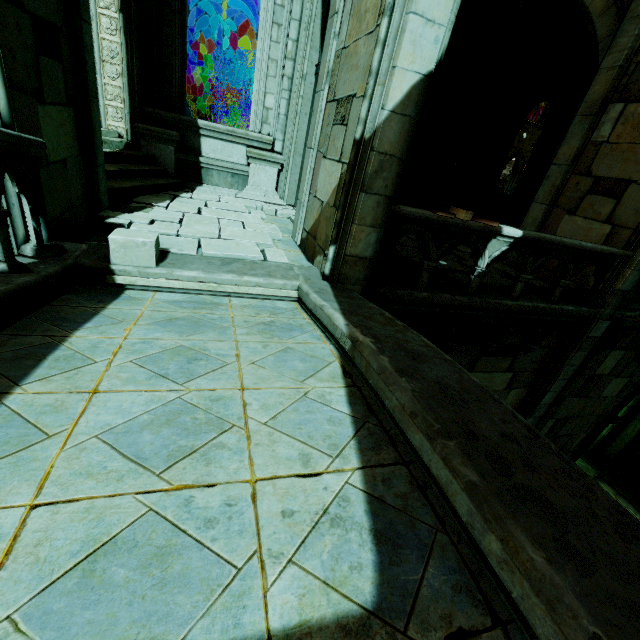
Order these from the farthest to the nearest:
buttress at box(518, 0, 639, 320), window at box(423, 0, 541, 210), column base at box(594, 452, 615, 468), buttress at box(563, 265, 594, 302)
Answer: column base at box(594, 452, 615, 468), window at box(423, 0, 541, 210), buttress at box(563, 265, 594, 302), buttress at box(518, 0, 639, 320)

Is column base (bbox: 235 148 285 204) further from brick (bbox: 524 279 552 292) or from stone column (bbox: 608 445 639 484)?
stone column (bbox: 608 445 639 484)

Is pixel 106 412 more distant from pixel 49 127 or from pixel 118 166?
pixel 118 166

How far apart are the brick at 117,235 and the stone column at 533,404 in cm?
802

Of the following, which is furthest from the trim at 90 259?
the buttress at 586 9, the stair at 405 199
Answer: the buttress at 586 9

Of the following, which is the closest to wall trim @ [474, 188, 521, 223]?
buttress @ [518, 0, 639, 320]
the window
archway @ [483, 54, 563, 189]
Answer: archway @ [483, 54, 563, 189]

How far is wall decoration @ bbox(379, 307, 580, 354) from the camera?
5.5 meters

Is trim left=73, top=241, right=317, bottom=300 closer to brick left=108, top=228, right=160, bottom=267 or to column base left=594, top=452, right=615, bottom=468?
brick left=108, top=228, right=160, bottom=267
